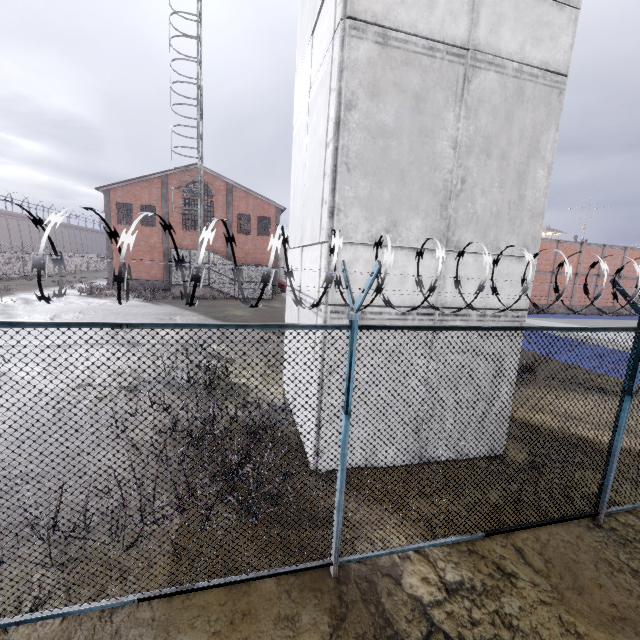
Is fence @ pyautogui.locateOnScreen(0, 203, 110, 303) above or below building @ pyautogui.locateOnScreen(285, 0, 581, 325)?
below

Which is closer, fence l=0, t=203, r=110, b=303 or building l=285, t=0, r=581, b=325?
fence l=0, t=203, r=110, b=303

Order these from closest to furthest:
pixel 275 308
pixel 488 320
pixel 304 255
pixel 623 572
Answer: pixel 623 572 < pixel 488 320 < pixel 304 255 < pixel 275 308

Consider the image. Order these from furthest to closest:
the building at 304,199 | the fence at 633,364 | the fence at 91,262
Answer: the building at 304,199 → the fence at 633,364 → the fence at 91,262

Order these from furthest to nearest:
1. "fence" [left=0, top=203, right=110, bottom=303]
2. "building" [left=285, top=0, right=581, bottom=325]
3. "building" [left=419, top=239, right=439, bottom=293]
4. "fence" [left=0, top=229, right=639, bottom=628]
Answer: "building" [left=419, top=239, right=439, bottom=293], "building" [left=285, top=0, right=581, bottom=325], "fence" [left=0, top=229, right=639, bottom=628], "fence" [left=0, top=203, right=110, bottom=303]

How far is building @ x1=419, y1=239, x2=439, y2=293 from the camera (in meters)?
5.33

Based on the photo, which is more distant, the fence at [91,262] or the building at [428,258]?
the building at [428,258]
